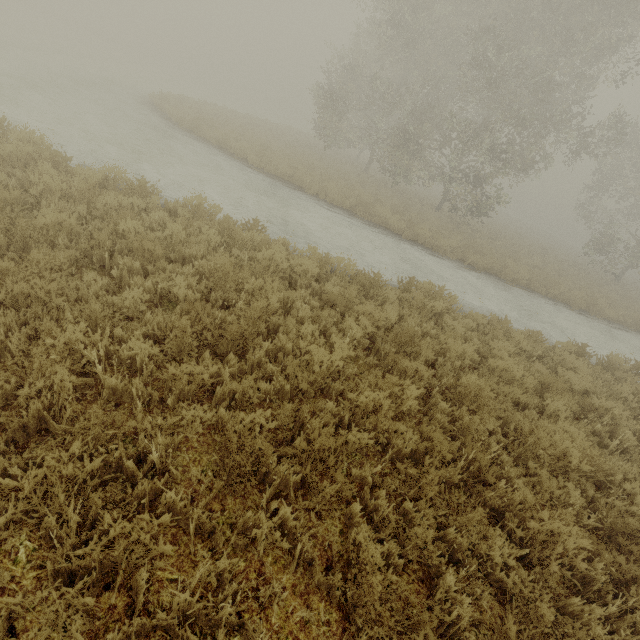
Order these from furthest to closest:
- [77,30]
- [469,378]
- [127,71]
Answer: [77,30]
[127,71]
[469,378]
